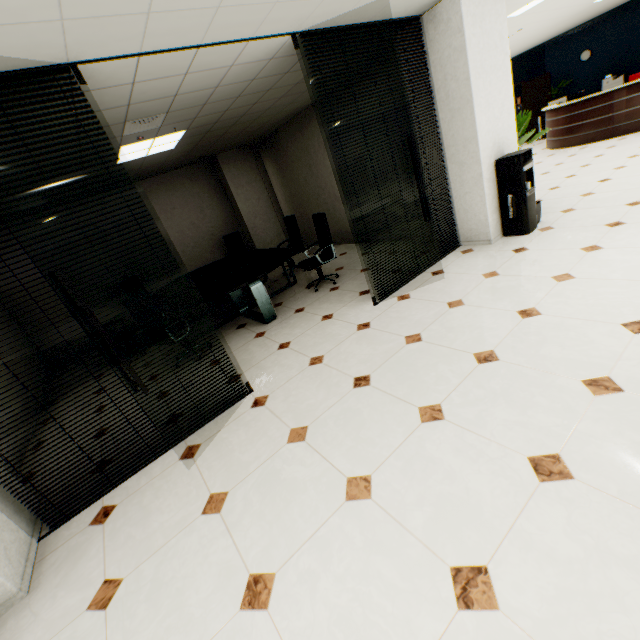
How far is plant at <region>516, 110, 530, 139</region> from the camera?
5.14m

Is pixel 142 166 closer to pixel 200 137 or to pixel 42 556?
pixel 200 137

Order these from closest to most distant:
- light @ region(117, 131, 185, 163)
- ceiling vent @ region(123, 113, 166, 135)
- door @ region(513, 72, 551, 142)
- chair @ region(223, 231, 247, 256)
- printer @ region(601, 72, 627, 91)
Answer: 1. ceiling vent @ region(123, 113, 166, 135)
2. light @ region(117, 131, 185, 163)
3. chair @ region(223, 231, 247, 256)
4. printer @ region(601, 72, 627, 91)
5. door @ region(513, 72, 551, 142)

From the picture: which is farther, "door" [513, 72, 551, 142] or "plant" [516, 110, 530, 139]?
"door" [513, 72, 551, 142]

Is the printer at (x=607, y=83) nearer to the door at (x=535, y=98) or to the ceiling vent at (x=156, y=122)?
the door at (x=535, y=98)

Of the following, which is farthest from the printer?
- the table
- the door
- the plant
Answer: the table

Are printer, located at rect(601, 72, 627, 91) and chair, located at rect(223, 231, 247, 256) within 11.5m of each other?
no

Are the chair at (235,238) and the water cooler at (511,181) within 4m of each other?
no
